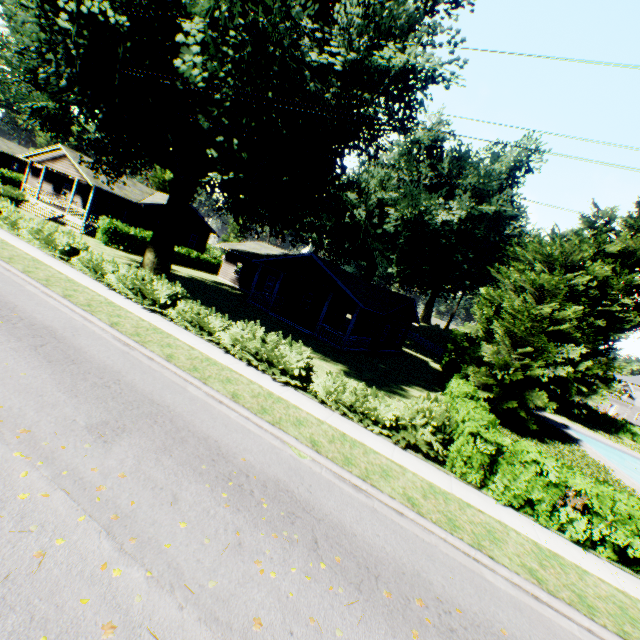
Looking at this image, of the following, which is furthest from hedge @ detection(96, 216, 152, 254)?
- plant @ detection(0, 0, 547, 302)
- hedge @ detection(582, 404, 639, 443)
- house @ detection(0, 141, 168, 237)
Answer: hedge @ detection(582, 404, 639, 443)

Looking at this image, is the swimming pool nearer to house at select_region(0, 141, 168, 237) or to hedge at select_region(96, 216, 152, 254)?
hedge at select_region(96, 216, 152, 254)

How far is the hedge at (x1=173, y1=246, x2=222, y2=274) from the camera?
34.4 meters

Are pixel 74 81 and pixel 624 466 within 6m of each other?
no

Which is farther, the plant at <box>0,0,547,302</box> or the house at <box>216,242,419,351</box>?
the house at <box>216,242,419,351</box>

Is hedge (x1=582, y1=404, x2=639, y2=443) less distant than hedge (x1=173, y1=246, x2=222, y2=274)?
No

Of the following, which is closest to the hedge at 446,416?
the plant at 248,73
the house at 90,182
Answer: the plant at 248,73

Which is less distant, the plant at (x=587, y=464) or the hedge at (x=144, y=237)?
the plant at (x=587, y=464)
